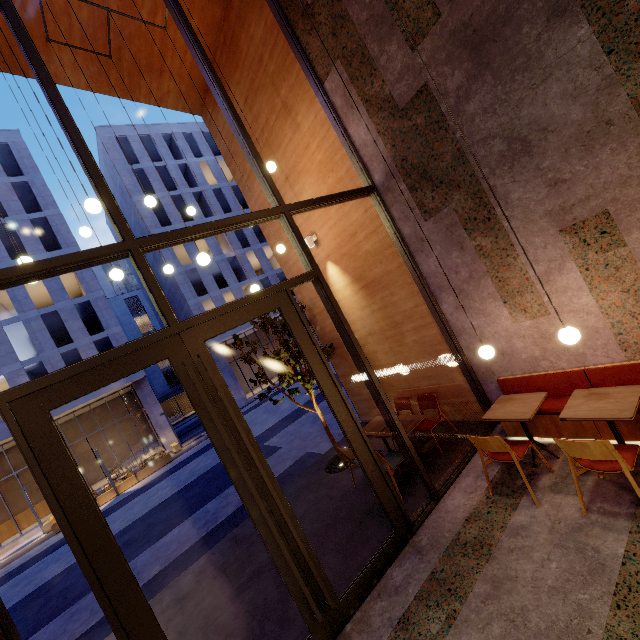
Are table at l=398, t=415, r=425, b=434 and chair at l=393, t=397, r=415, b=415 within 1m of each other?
yes

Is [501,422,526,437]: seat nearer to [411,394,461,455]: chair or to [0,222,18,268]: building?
[411,394,461,455]: chair

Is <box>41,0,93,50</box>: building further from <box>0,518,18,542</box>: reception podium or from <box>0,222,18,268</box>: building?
<box>0,518,18,542</box>: reception podium

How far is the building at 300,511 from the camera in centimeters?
420cm

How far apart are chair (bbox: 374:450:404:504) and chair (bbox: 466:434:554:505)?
1.2 meters

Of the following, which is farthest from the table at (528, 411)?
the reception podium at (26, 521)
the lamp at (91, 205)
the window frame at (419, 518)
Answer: the reception podium at (26, 521)

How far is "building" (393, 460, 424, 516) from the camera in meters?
4.6

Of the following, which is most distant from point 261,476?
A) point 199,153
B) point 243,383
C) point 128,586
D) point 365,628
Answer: point 199,153
